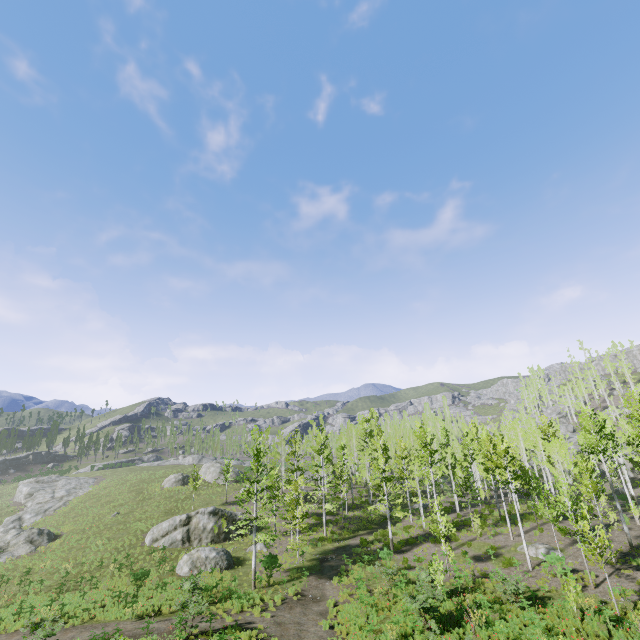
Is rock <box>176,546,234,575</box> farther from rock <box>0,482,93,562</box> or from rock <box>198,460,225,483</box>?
rock <box>0,482,93,562</box>

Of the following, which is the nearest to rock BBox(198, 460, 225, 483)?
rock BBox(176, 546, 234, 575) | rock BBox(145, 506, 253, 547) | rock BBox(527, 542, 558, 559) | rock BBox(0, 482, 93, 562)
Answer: rock BBox(145, 506, 253, 547)

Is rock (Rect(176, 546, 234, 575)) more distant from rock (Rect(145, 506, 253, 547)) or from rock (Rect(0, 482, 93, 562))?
rock (Rect(0, 482, 93, 562))

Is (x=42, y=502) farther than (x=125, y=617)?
Yes

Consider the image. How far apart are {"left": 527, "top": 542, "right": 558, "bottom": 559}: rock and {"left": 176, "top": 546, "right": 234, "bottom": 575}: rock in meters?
22.8 m

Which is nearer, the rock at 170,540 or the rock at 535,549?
the rock at 535,549

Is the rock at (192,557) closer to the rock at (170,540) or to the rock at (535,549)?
the rock at (170,540)

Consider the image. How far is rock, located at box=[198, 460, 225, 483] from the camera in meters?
50.7
